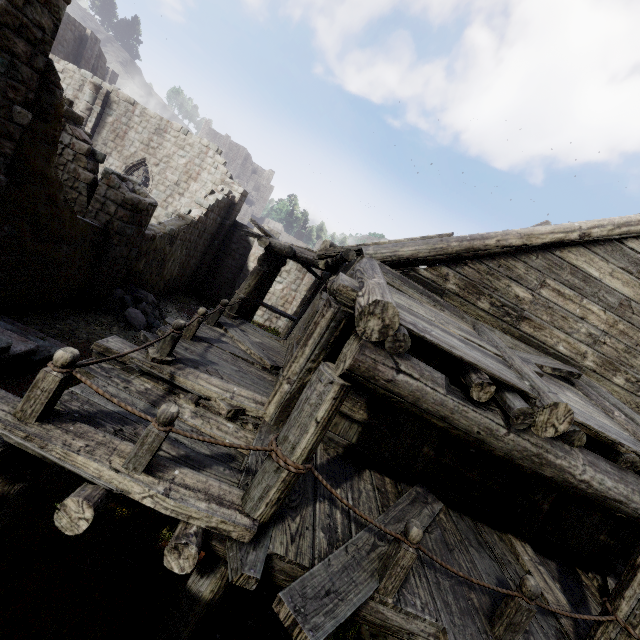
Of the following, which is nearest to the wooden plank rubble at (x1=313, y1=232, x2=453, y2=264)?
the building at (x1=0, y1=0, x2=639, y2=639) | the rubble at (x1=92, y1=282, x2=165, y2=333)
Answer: the building at (x1=0, y1=0, x2=639, y2=639)

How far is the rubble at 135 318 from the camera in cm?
1199

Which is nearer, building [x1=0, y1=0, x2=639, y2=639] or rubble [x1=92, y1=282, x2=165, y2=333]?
building [x1=0, y1=0, x2=639, y2=639]

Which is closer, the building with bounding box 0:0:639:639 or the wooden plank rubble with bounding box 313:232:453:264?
the building with bounding box 0:0:639:639

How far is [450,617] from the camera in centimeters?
353cm

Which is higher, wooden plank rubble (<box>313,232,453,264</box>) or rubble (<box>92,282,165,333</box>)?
wooden plank rubble (<box>313,232,453,264</box>)

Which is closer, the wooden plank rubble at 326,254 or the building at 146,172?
the building at 146,172
